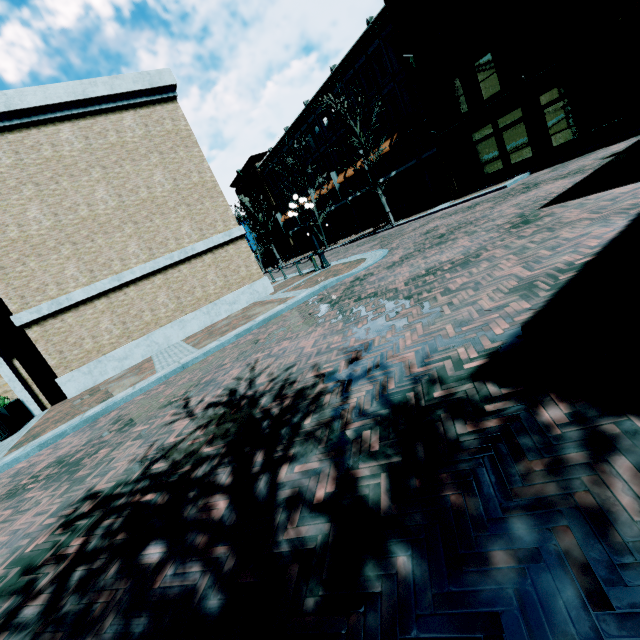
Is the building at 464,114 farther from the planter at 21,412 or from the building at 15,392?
the planter at 21,412

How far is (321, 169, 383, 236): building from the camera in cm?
3189

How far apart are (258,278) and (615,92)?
16.94m

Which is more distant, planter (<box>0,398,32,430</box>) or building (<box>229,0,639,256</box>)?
building (<box>229,0,639,256</box>)

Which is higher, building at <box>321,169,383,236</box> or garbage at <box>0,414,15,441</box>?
building at <box>321,169,383,236</box>

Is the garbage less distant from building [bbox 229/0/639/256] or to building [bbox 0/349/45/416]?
building [bbox 0/349/45/416]

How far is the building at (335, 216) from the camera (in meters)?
31.89
